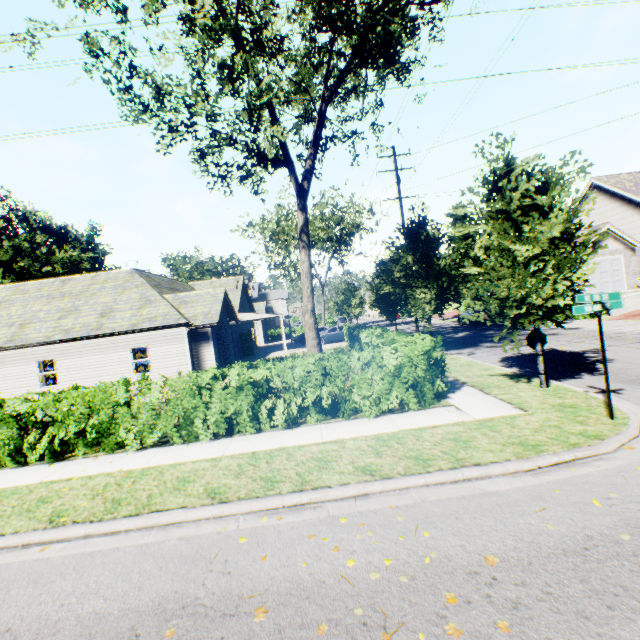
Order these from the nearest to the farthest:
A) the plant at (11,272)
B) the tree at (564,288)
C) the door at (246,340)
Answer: the tree at (564,288) → the door at (246,340) → the plant at (11,272)

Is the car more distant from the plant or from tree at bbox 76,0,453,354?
the plant

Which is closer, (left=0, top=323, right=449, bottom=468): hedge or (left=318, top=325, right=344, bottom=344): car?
(left=0, top=323, right=449, bottom=468): hedge

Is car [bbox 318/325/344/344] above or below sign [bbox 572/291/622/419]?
below

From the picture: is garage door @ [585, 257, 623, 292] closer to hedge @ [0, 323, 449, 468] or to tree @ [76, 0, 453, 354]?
tree @ [76, 0, 453, 354]

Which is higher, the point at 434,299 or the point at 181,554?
the point at 434,299

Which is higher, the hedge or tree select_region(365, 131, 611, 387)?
tree select_region(365, 131, 611, 387)

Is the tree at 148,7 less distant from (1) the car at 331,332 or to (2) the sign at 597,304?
(2) the sign at 597,304
